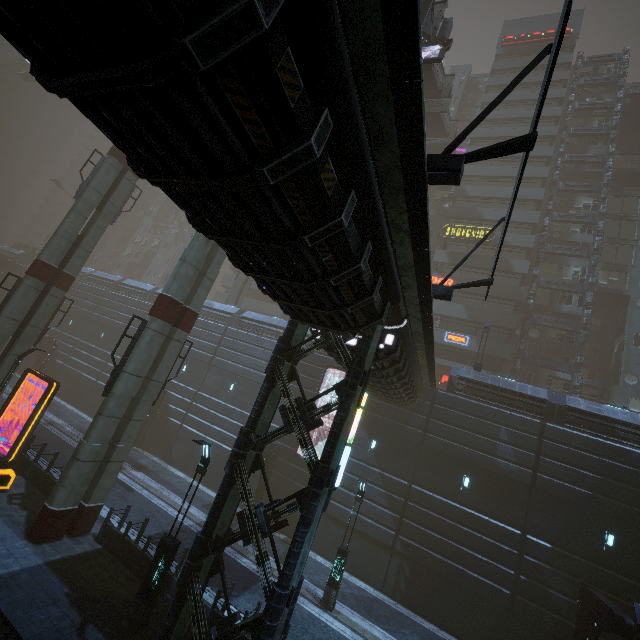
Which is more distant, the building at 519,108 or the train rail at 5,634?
the building at 519,108

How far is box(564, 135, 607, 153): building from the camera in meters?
36.8

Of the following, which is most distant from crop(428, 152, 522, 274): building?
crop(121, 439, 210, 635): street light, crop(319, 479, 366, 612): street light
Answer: crop(319, 479, 366, 612): street light

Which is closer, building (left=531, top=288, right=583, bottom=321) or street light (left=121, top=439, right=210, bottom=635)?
street light (left=121, top=439, right=210, bottom=635)

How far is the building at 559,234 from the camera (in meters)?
33.62

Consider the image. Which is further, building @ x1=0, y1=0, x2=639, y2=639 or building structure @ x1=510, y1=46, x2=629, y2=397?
building structure @ x1=510, y1=46, x2=629, y2=397

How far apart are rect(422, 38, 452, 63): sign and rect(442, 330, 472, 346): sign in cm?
2148

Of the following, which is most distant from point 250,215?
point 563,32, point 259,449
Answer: point 259,449
